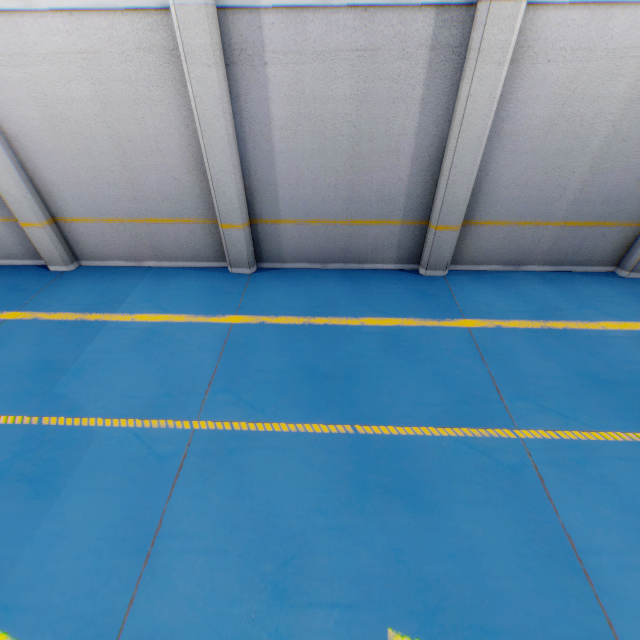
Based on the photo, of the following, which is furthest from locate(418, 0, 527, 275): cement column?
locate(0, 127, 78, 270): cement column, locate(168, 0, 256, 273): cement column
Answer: locate(0, 127, 78, 270): cement column

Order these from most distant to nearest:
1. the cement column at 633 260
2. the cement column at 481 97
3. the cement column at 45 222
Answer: the cement column at 633 260
the cement column at 45 222
the cement column at 481 97

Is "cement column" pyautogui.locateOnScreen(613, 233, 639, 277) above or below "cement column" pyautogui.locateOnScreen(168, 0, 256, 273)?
below

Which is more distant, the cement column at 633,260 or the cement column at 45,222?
the cement column at 633,260

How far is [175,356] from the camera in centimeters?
493cm

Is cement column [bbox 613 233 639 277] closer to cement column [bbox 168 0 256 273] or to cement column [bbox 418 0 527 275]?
cement column [bbox 418 0 527 275]

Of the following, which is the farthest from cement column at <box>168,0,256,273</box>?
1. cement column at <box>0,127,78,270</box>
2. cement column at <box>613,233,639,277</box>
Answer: cement column at <box>613,233,639,277</box>

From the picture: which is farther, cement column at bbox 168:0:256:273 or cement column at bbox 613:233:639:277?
cement column at bbox 613:233:639:277
